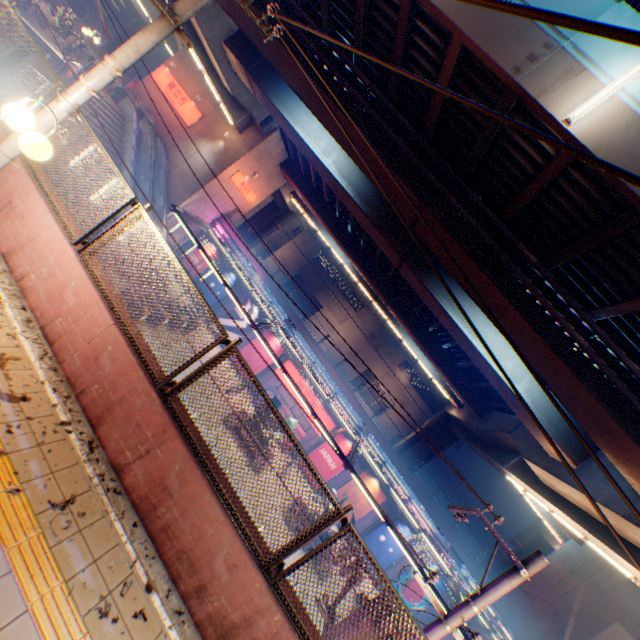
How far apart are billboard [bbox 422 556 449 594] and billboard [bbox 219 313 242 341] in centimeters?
2219cm

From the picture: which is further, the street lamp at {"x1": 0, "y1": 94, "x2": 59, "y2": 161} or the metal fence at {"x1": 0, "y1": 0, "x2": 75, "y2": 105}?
the metal fence at {"x1": 0, "y1": 0, "x2": 75, "y2": 105}

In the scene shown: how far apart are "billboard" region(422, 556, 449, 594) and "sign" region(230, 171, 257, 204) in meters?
33.1

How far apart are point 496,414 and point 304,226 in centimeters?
4387cm

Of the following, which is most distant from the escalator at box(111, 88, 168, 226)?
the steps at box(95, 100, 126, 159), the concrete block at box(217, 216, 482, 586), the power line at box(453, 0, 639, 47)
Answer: the power line at box(453, 0, 639, 47)

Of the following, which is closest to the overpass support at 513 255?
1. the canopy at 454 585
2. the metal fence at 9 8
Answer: the metal fence at 9 8

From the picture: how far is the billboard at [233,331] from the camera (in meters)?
28.31

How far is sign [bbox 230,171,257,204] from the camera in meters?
27.1
